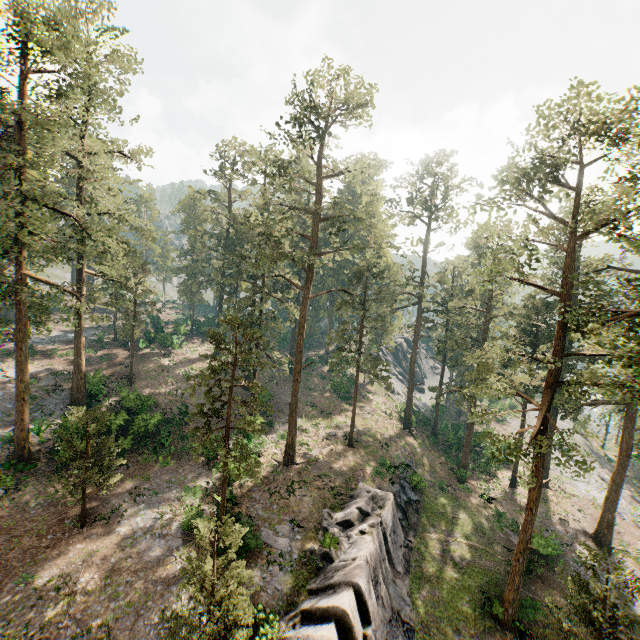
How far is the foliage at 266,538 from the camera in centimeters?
1970cm

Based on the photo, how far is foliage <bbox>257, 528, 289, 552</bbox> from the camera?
19.70m

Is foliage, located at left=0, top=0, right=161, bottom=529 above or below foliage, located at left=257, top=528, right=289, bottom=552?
above

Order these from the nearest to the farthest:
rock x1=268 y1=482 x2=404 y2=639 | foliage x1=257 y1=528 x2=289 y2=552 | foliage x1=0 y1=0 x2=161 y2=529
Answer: rock x1=268 y1=482 x2=404 y2=639 → foliage x1=0 y1=0 x2=161 y2=529 → foliage x1=257 y1=528 x2=289 y2=552

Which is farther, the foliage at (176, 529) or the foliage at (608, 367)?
the foliage at (176, 529)

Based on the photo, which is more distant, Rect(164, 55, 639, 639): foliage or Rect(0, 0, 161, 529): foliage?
Rect(0, 0, 161, 529): foliage

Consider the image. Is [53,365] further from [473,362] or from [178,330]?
[473,362]
